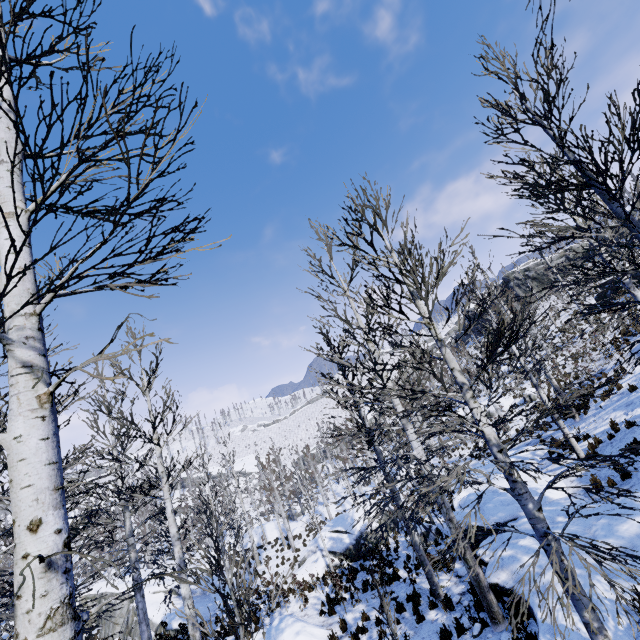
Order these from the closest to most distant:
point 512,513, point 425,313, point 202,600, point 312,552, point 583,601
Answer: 1. point 583,601
2. point 425,313
3. point 512,513
4. point 202,600
5. point 312,552

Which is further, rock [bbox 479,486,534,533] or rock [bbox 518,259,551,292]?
rock [bbox 518,259,551,292]

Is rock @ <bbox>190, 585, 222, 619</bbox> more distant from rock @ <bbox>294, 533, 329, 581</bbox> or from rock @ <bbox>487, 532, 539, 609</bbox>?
rock @ <bbox>487, 532, 539, 609</bbox>

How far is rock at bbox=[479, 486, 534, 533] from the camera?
→ 9.6 meters

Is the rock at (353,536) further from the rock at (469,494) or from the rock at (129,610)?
the rock at (469,494)

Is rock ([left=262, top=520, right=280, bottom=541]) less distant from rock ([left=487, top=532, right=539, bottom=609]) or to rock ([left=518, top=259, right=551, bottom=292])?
rock ([left=487, top=532, right=539, bottom=609])

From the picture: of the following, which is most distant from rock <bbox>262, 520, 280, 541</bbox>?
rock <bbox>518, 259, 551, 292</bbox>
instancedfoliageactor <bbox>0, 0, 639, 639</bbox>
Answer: rock <bbox>518, 259, 551, 292</bbox>
